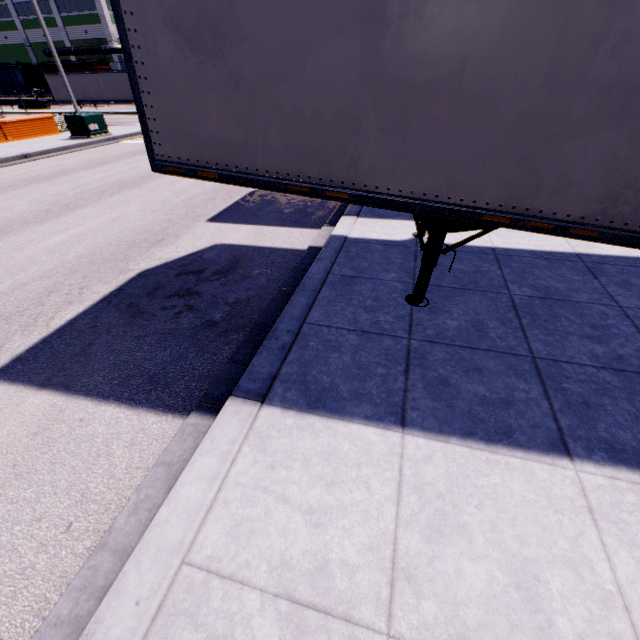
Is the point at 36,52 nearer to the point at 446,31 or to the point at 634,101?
the point at 446,31

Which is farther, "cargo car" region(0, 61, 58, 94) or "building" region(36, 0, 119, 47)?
"cargo car" region(0, 61, 58, 94)

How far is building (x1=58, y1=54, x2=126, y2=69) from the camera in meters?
49.0 m

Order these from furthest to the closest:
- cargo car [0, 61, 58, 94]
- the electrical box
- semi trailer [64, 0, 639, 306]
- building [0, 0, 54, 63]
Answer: building [0, 0, 54, 63] < cargo car [0, 61, 58, 94] < the electrical box < semi trailer [64, 0, 639, 306]

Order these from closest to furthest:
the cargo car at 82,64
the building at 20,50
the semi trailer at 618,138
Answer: the semi trailer at 618,138
the cargo car at 82,64
the building at 20,50

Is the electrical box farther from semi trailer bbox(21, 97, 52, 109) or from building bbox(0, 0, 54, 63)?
building bbox(0, 0, 54, 63)

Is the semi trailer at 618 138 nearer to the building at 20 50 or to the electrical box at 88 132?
the building at 20 50

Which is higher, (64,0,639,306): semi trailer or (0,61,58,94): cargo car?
(0,61,58,94): cargo car
